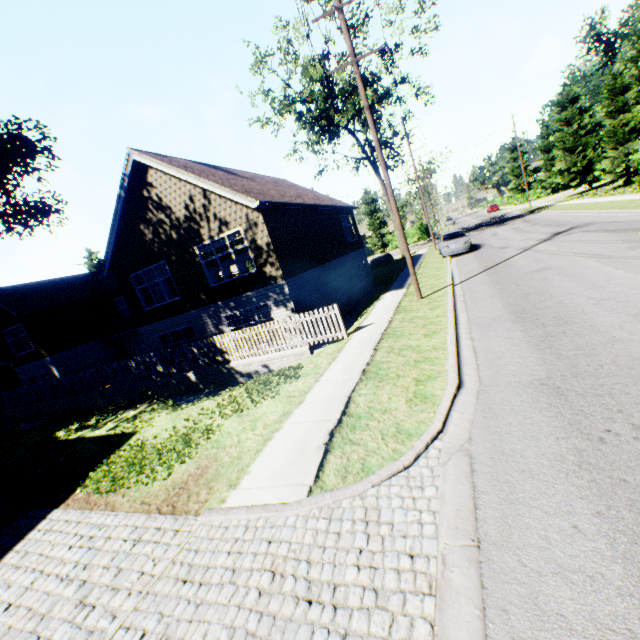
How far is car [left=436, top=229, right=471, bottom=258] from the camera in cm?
2126

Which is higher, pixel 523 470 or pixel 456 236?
pixel 456 236

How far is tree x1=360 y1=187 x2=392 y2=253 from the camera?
51.5 meters

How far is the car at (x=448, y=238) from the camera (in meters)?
21.26

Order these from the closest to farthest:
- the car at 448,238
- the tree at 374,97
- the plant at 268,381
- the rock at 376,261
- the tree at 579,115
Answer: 1. the plant at 268,381
2. the car at 448,238
3. the tree at 374,97
4. the tree at 579,115
5. the rock at 376,261

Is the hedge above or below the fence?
above

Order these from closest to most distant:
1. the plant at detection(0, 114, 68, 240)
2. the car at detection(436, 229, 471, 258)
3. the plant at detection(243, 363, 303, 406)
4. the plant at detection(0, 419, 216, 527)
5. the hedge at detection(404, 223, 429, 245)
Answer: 1. the plant at detection(0, 419, 216, 527)
2. the plant at detection(243, 363, 303, 406)
3. the car at detection(436, 229, 471, 258)
4. the plant at detection(0, 114, 68, 240)
5. the hedge at detection(404, 223, 429, 245)

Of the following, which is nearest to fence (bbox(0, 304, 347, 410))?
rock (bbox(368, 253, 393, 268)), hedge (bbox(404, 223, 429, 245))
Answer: rock (bbox(368, 253, 393, 268))
